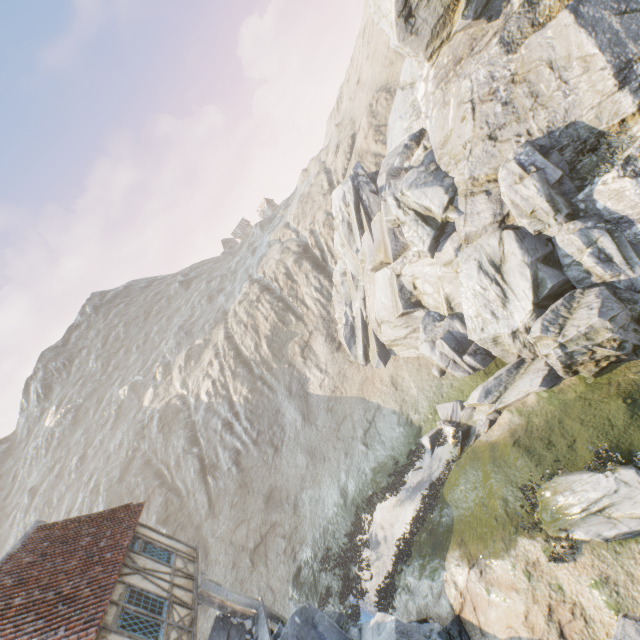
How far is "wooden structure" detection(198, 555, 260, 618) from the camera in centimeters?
1248cm

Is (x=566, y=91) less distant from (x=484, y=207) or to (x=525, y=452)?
(x=484, y=207)

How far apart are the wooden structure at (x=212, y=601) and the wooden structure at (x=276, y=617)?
0.1m

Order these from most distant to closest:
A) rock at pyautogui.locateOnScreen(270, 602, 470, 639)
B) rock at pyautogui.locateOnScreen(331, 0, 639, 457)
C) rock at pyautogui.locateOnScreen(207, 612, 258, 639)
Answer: rock at pyautogui.locateOnScreen(331, 0, 639, 457) → rock at pyautogui.locateOnScreen(207, 612, 258, 639) → rock at pyautogui.locateOnScreen(270, 602, 470, 639)

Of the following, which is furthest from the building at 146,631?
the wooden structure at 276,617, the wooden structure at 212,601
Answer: the wooden structure at 276,617

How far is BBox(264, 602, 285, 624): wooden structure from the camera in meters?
13.0 m

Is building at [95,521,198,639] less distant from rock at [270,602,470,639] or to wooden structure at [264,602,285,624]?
rock at [270,602,470,639]

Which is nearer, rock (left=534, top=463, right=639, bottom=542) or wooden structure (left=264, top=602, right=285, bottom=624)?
rock (left=534, top=463, right=639, bottom=542)
